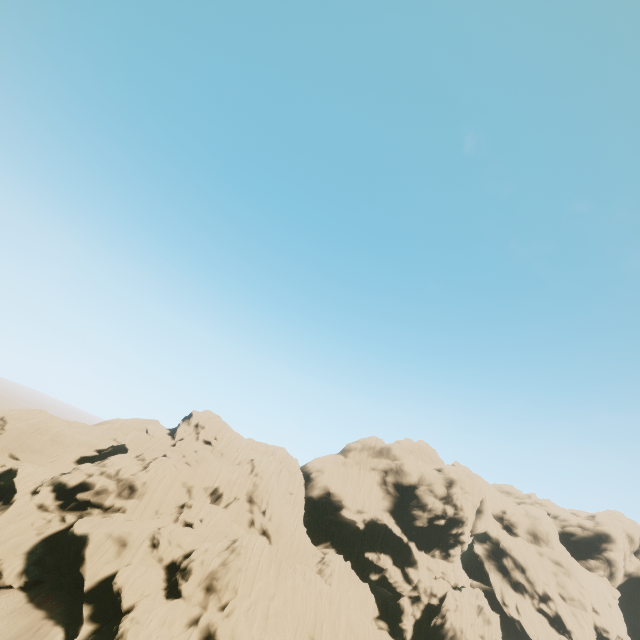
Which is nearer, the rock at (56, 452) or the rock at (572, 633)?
the rock at (56, 452)

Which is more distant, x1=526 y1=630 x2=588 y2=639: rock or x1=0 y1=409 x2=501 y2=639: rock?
x1=526 y1=630 x2=588 y2=639: rock

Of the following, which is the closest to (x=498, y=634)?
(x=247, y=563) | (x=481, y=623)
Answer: (x=481, y=623)
